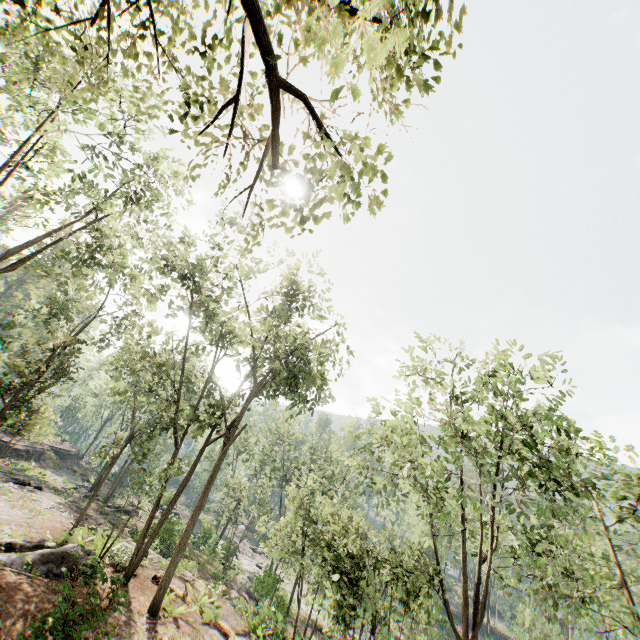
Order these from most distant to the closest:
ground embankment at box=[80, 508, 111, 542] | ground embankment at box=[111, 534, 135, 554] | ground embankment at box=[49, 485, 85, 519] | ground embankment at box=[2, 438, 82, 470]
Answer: ground embankment at box=[2, 438, 82, 470]
ground embankment at box=[49, 485, 85, 519]
ground embankment at box=[80, 508, 111, 542]
ground embankment at box=[111, 534, 135, 554]

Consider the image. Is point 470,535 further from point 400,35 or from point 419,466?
point 400,35

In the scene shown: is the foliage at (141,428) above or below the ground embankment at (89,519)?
above

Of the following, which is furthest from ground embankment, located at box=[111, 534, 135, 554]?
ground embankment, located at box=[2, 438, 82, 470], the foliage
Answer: the foliage

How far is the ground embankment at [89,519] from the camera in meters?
17.7
